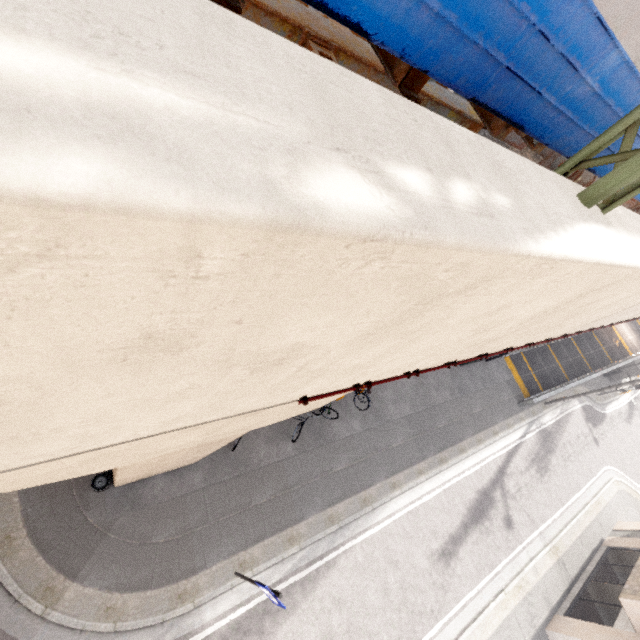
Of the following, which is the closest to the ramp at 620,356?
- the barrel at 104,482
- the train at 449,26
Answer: the train at 449,26

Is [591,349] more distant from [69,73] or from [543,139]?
[69,73]

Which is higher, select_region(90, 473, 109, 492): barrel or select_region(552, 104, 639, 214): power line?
select_region(552, 104, 639, 214): power line

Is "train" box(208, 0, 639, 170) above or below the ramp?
above

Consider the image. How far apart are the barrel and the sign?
3.97m

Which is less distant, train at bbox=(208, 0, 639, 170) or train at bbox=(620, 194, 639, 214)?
train at bbox=(208, 0, 639, 170)

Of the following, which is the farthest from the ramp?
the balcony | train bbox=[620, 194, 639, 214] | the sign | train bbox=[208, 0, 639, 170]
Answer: the sign

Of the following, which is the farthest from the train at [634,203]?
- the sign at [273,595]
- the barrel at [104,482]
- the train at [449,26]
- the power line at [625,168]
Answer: the barrel at [104,482]
